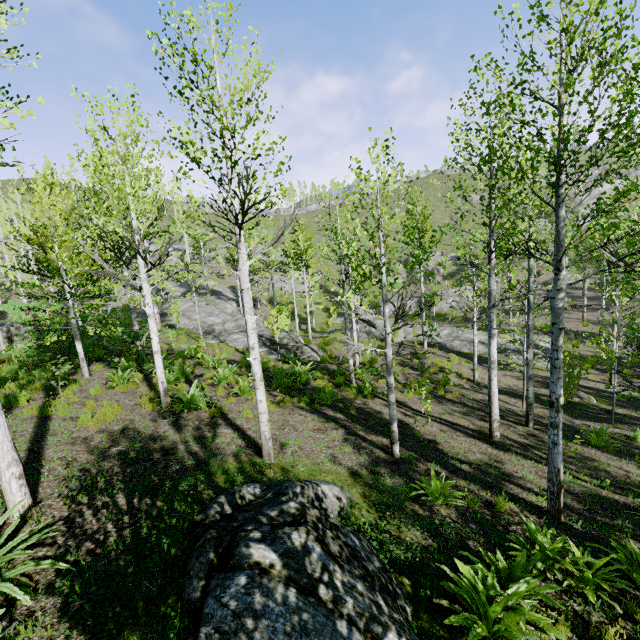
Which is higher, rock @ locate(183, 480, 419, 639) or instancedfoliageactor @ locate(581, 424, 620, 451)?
rock @ locate(183, 480, 419, 639)

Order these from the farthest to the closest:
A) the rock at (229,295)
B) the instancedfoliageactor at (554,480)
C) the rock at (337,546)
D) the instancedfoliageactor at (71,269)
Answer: the rock at (229,295) → the instancedfoliageactor at (71,269) → the instancedfoliageactor at (554,480) → the rock at (337,546)

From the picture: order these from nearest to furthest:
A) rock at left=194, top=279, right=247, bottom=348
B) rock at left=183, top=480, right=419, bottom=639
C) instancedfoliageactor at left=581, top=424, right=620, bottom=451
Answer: rock at left=183, top=480, right=419, bottom=639
instancedfoliageactor at left=581, top=424, right=620, bottom=451
rock at left=194, top=279, right=247, bottom=348

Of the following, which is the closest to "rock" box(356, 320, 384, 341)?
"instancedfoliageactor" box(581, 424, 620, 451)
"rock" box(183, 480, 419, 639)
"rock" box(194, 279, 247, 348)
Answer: "rock" box(194, 279, 247, 348)

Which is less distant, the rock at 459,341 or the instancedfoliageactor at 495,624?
the instancedfoliageactor at 495,624

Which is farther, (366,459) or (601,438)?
(601,438)

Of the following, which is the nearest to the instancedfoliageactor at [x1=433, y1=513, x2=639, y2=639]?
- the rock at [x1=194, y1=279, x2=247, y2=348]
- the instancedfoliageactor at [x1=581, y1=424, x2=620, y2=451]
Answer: the rock at [x1=194, y1=279, x2=247, y2=348]

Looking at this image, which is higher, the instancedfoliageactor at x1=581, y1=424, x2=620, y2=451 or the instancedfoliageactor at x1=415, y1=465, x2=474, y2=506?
the instancedfoliageactor at x1=415, y1=465, x2=474, y2=506
